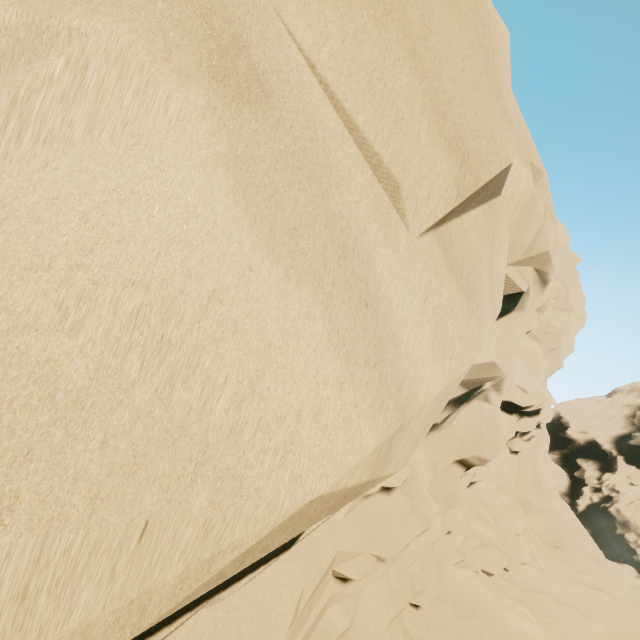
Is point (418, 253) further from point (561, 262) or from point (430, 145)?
point (561, 262)
